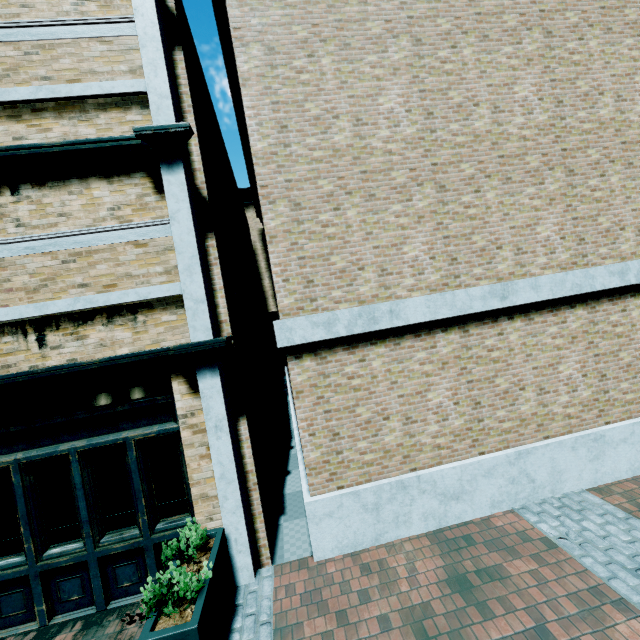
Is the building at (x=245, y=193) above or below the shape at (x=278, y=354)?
above

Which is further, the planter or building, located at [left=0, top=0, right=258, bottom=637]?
building, located at [left=0, top=0, right=258, bottom=637]

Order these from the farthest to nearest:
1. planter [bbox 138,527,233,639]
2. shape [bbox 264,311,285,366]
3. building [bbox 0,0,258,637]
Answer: shape [bbox 264,311,285,366] < building [bbox 0,0,258,637] < planter [bbox 138,527,233,639]

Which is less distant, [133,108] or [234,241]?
[133,108]

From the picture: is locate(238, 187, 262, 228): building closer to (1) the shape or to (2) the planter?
(2) the planter

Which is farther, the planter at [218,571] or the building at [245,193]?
the building at [245,193]

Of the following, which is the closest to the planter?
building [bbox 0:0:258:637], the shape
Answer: building [bbox 0:0:258:637]
